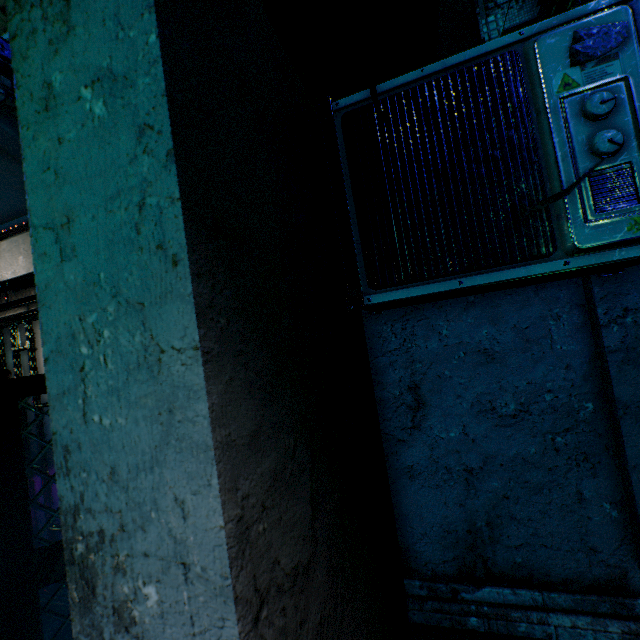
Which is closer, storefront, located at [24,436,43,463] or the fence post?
the fence post

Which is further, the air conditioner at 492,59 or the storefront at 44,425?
the storefront at 44,425

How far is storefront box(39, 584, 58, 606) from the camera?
2.5m

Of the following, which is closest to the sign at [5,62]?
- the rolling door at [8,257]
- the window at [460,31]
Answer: the rolling door at [8,257]

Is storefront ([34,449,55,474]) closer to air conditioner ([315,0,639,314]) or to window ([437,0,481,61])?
air conditioner ([315,0,639,314])

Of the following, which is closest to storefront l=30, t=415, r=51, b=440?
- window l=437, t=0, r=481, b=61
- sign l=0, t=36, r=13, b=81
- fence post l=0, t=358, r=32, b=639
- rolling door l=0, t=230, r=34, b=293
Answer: rolling door l=0, t=230, r=34, b=293

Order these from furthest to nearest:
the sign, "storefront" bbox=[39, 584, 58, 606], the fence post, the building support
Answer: "storefront" bbox=[39, 584, 58, 606] < the building support < the fence post < the sign

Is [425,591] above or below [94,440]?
below
